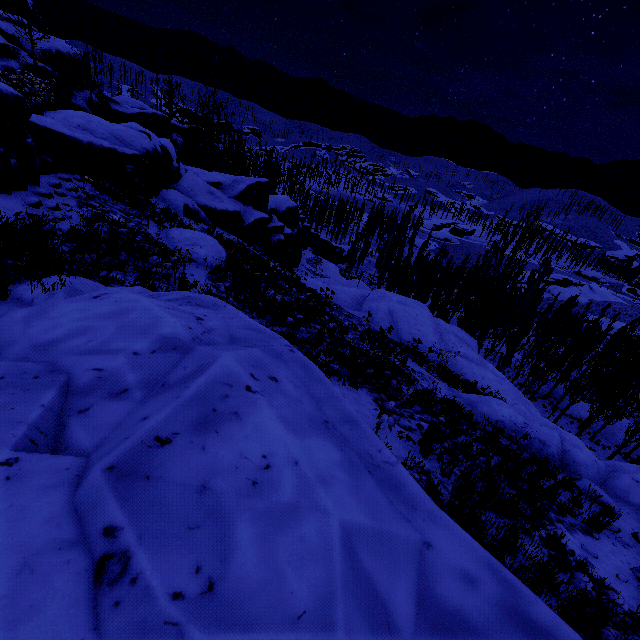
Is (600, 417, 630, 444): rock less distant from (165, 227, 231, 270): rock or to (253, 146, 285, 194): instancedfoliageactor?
(253, 146, 285, 194): instancedfoliageactor

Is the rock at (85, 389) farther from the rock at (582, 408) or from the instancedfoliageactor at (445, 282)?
the rock at (582, 408)

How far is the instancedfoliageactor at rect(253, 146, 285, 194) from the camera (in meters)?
43.90

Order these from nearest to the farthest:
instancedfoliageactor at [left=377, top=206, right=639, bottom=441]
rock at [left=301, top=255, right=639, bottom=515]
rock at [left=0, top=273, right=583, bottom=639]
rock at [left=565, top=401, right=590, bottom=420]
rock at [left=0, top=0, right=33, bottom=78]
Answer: rock at [left=0, top=273, right=583, bottom=639], rock at [left=301, top=255, right=639, bottom=515], rock at [left=0, top=0, right=33, bottom=78], instancedfoliageactor at [left=377, top=206, right=639, bottom=441], rock at [left=565, top=401, right=590, bottom=420]

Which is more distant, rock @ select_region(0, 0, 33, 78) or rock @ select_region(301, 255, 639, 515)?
rock @ select_region(0, 0, 33, 78)

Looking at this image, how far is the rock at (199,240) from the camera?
12.3 meters

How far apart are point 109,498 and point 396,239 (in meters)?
48.58
